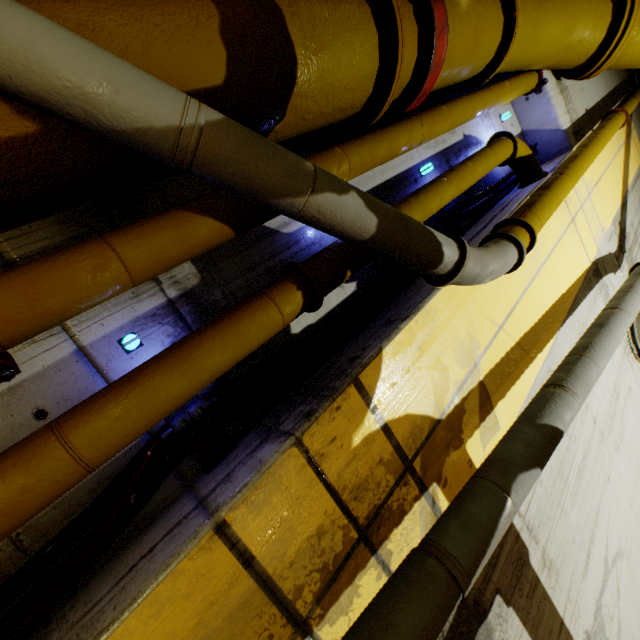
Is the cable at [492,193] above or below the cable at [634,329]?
below

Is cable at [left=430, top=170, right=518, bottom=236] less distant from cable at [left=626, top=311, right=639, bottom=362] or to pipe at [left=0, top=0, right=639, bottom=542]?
pipe at [left=0, top=0, right=639, bottom=542]

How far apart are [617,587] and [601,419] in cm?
164

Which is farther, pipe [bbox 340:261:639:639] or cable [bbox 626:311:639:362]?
cable [bbox 626:311:639:362]

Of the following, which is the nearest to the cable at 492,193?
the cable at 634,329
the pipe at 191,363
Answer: the pipe at 191,363

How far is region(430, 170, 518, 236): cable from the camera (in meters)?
3.16

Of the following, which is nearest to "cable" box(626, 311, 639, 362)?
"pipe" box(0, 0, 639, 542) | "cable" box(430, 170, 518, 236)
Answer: "pipe" box(0, 0, 639, 542)
